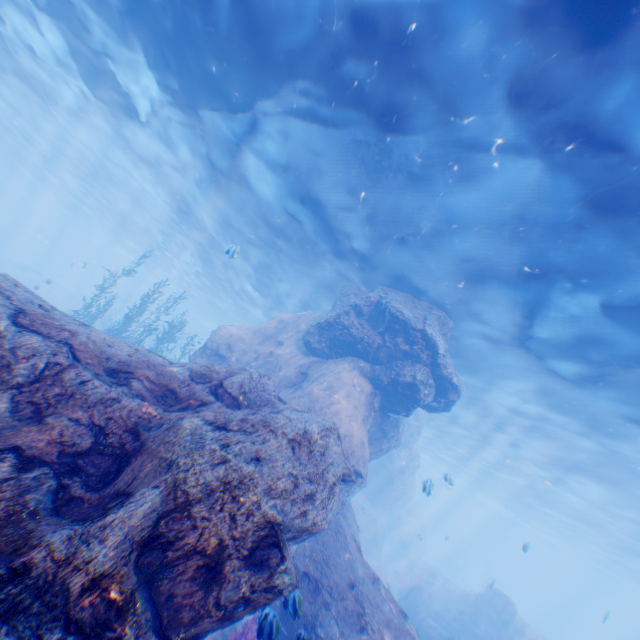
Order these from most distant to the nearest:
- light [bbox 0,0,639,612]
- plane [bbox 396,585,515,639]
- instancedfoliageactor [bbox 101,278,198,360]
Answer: instancedfoliageactor [bbox 101,278,198,360]
plane [bbox 396,585,515,639]
light [bbox 0,0,639,612]

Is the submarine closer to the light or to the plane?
the light

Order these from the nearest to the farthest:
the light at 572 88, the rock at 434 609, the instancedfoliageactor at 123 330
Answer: the light at 572 88 → the instancedfoliageactor at 123 330 → the rock at 434 609

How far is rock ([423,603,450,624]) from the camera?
19.36m

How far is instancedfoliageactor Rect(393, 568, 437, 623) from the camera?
20.3 meters

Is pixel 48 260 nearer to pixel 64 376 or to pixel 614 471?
pixel 64 376

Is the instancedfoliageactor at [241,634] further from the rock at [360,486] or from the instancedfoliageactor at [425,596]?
the instancedfoliageactor at [425,596]

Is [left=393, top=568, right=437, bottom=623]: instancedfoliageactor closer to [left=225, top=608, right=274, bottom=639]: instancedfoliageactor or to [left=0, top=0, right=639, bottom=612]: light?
[left=0, top=0, right=639, bottom=612]: light
